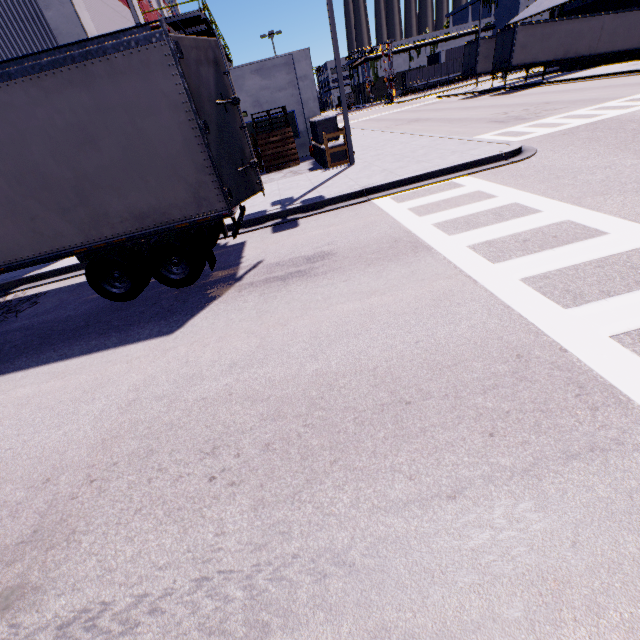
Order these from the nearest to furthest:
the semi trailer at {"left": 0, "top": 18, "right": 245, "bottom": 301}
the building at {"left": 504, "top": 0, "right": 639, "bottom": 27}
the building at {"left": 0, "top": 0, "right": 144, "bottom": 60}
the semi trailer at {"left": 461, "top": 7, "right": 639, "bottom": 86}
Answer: the semi trailer at {"left": 0, "top": 18, "right": 245, "bottom": 301}
the building at {"left": 0, "top": 0, "right": 144, "bottom": 60}
the semi trailer at {"left": 461, "top": 7, "right": 639, "bottom": 86}
the building at {"left": 504, "top": 0, "right": 639, "bottom": 27}

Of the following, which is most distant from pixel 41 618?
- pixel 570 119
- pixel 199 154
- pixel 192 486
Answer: pixel 570 119

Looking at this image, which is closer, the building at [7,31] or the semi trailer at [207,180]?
the semi trailer at [207,180]

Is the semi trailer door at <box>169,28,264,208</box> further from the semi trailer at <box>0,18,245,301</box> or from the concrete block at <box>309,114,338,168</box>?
the concrete block at <box>309,114,338,168</box>

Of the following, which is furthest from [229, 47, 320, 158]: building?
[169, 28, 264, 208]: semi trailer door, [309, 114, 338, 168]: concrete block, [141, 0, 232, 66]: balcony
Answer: [169, 28, 264, 208]: semi trailer door

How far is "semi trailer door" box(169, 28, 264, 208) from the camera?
→ 5.15m

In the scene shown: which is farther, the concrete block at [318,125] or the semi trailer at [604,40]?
the semi trailer at [604,40]

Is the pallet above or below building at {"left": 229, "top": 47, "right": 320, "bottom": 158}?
below
